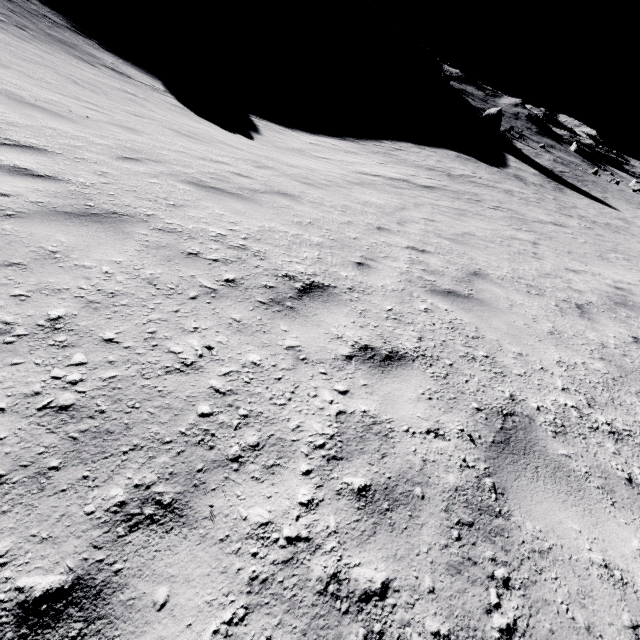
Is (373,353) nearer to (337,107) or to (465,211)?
(465,211)
